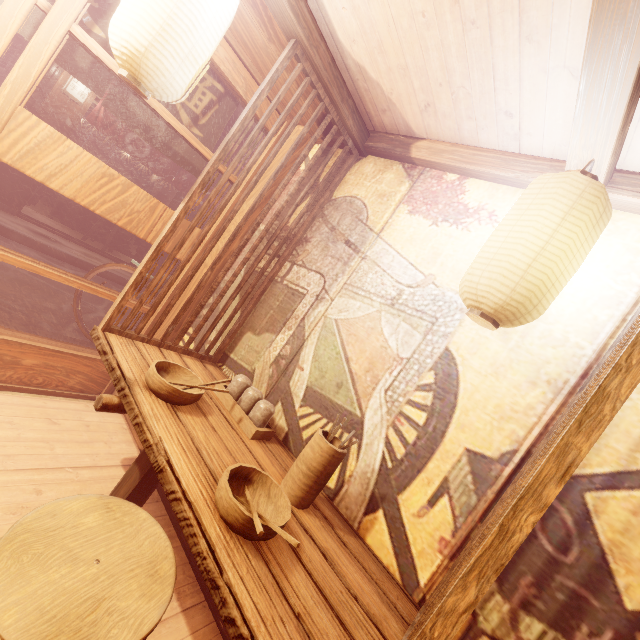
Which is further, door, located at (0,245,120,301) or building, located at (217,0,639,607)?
door, located at (0,245,120,301)

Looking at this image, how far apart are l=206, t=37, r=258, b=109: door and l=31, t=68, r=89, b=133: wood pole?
9.0 meters

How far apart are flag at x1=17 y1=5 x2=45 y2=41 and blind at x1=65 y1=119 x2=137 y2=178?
22.8m

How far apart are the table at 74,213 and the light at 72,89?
4.2m

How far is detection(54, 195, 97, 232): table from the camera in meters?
13.1

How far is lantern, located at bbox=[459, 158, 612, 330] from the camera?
2.1m

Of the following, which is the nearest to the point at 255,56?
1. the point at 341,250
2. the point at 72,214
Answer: the point at 341,250

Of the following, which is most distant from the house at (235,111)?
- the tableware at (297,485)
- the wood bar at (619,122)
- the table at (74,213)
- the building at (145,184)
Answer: the tableware at (297,485)
